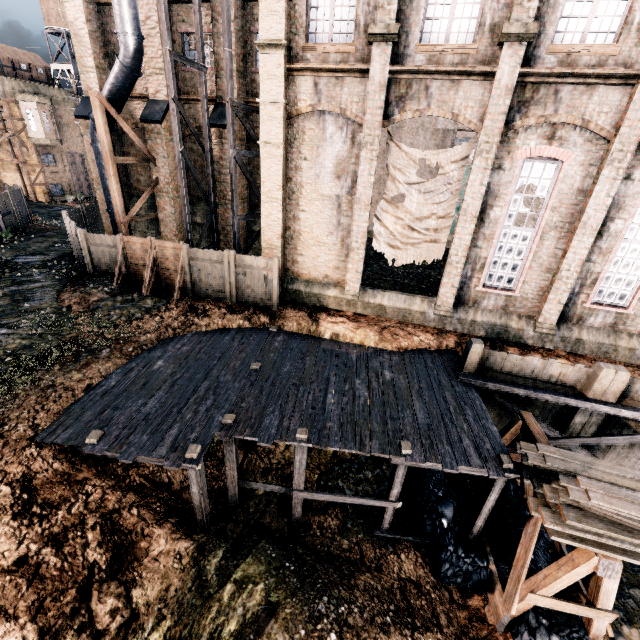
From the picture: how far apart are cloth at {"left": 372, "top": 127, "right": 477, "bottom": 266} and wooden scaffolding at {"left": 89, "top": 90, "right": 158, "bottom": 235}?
13.9 meters

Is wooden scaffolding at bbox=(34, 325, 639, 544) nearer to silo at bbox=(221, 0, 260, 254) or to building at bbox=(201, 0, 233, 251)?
building at bbox=(201, 0, 233, 251)

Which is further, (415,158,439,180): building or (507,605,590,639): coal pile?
(415,158,439,180): building

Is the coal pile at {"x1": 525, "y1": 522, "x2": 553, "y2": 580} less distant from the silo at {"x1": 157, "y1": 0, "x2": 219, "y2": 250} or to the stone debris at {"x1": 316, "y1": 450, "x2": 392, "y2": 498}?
the stone debris at {"x1": 316, "y1": 450, "x2": 392, "y2": 498}

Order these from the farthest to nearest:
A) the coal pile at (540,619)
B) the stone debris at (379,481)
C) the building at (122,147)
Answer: the building at (122,147), the stone debris at (379,481), the coal pile at (540,619)

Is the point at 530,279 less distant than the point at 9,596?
No

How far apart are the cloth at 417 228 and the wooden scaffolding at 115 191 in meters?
13.9

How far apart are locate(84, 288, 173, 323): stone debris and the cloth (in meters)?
10.70
